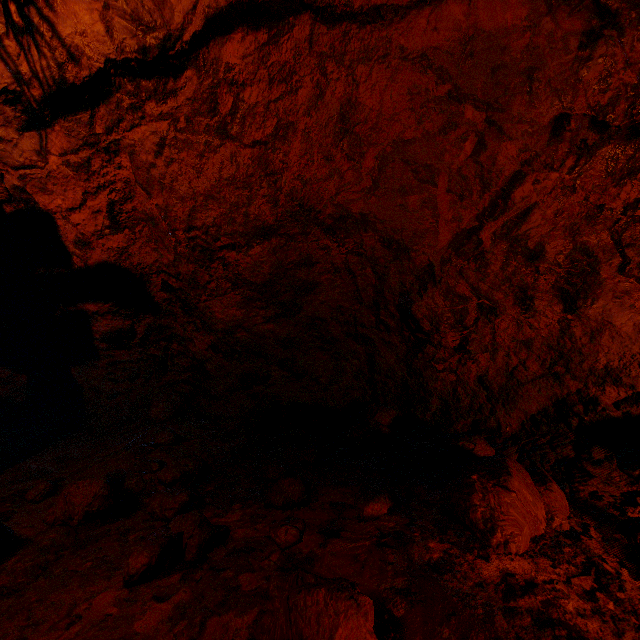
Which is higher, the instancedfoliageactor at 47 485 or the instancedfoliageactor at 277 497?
the instancedfoliageactor at 277 497

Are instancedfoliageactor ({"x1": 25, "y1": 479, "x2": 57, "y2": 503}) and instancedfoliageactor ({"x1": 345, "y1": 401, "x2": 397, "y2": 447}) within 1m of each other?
no

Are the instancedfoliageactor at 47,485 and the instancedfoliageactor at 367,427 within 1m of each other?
no

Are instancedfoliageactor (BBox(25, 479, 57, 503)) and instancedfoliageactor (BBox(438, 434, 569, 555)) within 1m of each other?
no

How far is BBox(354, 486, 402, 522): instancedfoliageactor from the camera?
1.30m

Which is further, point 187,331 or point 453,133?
point 187,331

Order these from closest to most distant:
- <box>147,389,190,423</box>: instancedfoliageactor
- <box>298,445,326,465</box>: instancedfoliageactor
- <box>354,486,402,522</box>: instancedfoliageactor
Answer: <box>354,486,402,522</box>: instancedfoliageactor < <box>298,445,326,465</box>: instancedfoliageactor < <box>147,389,190,423</box>: instancedfoliageactor

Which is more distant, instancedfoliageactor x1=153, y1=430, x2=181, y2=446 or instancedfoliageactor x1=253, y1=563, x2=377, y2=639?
instancedfoliageactor x1=153, y1=430, x2=181, y2=446
